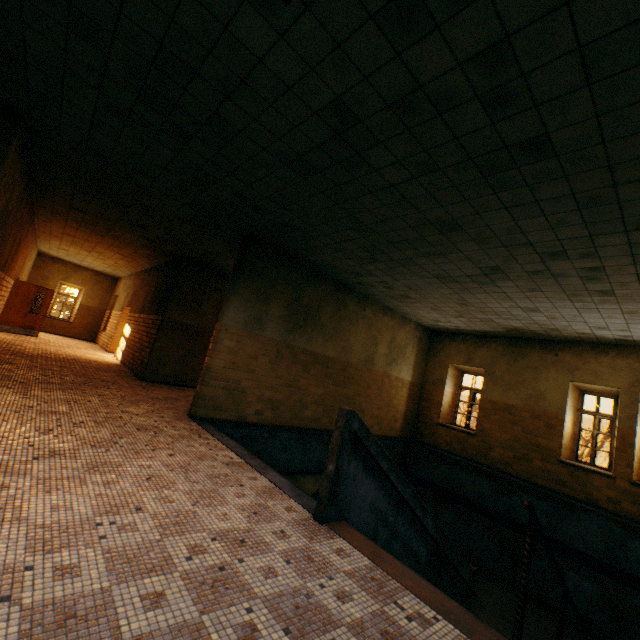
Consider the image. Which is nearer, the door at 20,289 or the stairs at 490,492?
the stairs at 490,492

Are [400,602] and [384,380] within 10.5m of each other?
yes

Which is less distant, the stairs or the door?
the stairs
